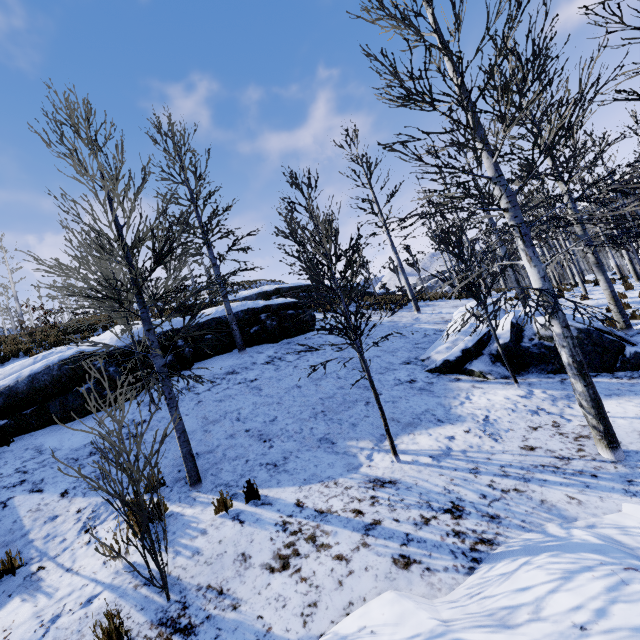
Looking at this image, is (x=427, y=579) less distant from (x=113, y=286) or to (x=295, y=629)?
(x=295, y=629)

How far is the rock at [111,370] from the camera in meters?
8.8

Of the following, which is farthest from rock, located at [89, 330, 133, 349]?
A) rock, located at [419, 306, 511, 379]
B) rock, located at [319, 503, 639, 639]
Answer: rock, located at [319, 503, 639, 639]

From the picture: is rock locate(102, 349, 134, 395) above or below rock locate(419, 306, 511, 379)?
above

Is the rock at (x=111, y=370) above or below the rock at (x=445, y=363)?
above

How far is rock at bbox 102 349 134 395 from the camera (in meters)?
8.82
